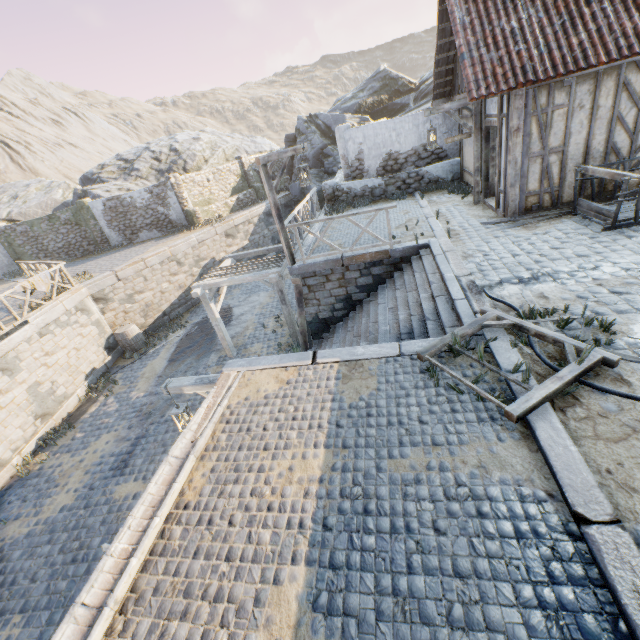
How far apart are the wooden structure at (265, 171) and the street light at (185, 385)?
4.4m

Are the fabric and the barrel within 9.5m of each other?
yes

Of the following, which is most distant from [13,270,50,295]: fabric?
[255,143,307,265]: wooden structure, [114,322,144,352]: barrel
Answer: [255,143,307,265]: wooden structure

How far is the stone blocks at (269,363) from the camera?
4.9 meters

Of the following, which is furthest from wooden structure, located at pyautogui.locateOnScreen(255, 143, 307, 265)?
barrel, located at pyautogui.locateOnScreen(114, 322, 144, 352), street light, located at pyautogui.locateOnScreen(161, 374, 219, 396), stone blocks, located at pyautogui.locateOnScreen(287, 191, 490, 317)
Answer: barrel, located at pyautogui.locateOnScreen(114, 322, 144, 352)

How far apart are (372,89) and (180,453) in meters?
30.4

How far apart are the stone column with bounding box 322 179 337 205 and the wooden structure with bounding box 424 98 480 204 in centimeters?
582cm

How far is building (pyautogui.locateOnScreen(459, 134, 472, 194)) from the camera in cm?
1111
